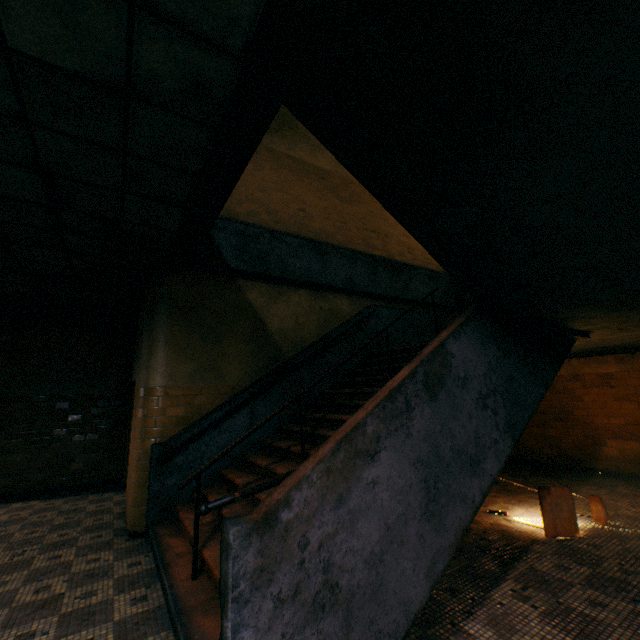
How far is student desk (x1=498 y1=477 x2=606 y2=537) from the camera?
3.9m

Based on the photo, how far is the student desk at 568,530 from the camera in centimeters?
386cm

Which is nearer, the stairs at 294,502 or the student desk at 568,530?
the stairs at 294,502

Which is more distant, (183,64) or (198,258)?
(198,258)

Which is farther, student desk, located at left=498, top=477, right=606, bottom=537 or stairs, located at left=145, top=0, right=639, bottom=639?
student desk, located at left=498, top=477, right=606, bottom=537

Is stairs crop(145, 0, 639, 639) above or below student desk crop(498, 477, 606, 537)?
above
